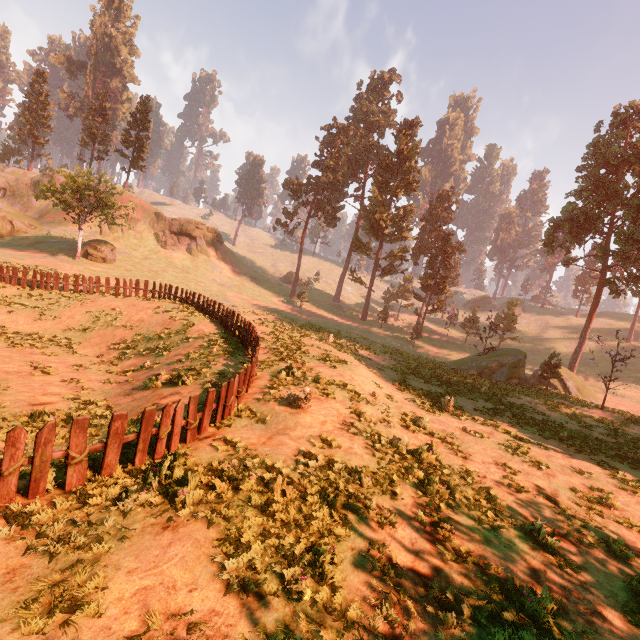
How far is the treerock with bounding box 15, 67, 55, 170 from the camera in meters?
52.6

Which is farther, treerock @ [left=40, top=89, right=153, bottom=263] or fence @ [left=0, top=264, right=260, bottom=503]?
treerock @ [left=40, top=89, right=153, bottom=263]

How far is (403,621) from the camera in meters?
4.8

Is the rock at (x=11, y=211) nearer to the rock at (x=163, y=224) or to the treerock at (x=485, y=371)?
the rock at (x=163, y=224)

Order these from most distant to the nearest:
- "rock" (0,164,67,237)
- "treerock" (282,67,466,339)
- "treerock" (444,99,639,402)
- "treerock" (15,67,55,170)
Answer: "treerock" (15,67,55,170)
"treerock" (282,67,466,339)
"rock" (0,164,67,237)
"treerock" (444,99,639,402)

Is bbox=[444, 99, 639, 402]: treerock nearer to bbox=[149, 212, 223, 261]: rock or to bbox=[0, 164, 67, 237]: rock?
bbox=[0, 164, 67, 237]: rock

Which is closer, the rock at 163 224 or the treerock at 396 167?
the treerock at 396 167

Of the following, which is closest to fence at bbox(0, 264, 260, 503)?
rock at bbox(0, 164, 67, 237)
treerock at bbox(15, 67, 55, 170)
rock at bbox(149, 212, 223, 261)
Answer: treerock at bbox(15, 67, 55, 170)
